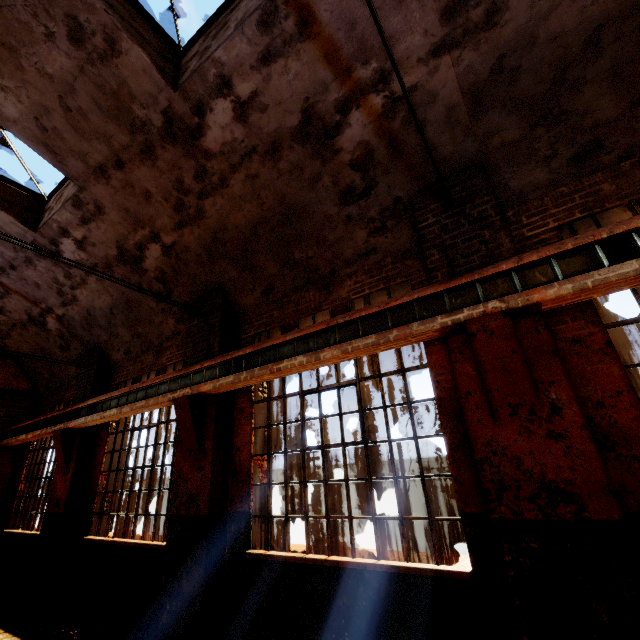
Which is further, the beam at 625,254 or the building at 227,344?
the building at 227,344

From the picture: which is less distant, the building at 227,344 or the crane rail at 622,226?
the crane rail at 622,226

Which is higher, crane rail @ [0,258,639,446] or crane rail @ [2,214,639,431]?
crane rail @ [2,214,639,431]

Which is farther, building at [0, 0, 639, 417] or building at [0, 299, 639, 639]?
building at [0, 0, 639, 417]

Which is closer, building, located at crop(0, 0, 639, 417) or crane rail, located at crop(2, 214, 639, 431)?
crane rail, located at crop(2, 214, 639, 431)

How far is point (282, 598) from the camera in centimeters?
430cm

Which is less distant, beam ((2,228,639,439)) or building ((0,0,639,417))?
beam ((2,228,639,439))

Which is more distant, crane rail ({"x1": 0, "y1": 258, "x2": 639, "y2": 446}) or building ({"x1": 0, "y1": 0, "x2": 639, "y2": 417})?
building ({"x1": 0, "y1": 0, "x2": 639, "y2": 417})
